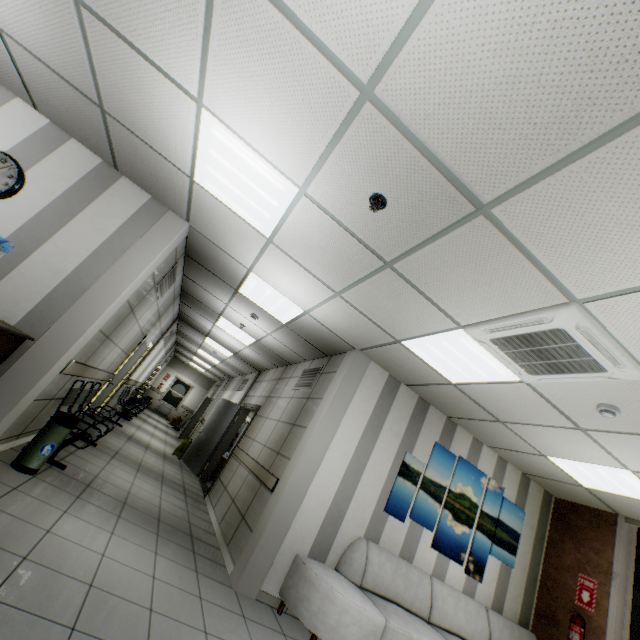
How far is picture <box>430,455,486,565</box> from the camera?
4.89m

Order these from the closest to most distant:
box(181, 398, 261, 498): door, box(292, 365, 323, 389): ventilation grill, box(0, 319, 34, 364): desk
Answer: box(0, 319, 34, 364): desk < box(292, 365, 323, 389): ventilation grill < box(181, 398, 261, 498): door

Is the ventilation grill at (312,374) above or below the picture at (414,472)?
above

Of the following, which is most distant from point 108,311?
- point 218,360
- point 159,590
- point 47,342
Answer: point 218,360

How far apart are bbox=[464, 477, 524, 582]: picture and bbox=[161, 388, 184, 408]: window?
18.24m

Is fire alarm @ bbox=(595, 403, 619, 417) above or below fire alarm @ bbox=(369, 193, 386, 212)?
below

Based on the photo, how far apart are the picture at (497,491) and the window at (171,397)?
18.2m

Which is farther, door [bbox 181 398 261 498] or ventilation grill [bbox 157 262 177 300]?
door [bbox 181 398 261 498]
